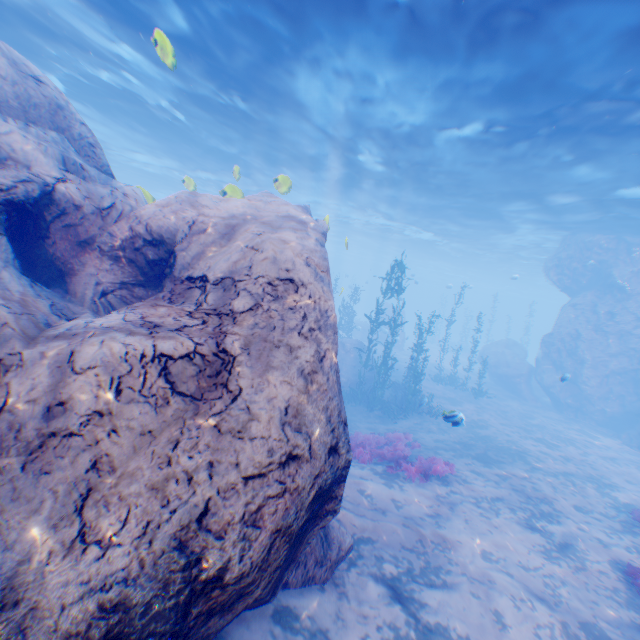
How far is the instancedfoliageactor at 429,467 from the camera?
10.1 meters

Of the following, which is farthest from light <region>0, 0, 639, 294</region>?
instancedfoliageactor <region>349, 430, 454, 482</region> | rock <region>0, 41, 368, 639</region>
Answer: instancedfoliageactor <region>349, 430, 454, 482</region>

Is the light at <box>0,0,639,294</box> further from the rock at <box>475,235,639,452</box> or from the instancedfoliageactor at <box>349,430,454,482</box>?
the instancedfoliageactor at <box>349,430,454,482</box>

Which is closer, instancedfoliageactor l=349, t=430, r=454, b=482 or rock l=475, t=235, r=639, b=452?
instancedfoliageactor l=349, t=430, r=454, b=482

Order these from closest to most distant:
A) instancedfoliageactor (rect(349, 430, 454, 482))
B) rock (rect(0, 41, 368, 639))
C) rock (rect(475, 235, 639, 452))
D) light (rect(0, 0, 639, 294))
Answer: rock (rect(0, 41, 368, 639)) → light (rect(0, 0, 639, 294)) → instancedfoliageactor (rect(349, 430, 454, 482)) → rock (rect(475, 235, 639, 452))

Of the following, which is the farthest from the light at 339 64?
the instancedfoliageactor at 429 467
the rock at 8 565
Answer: the instancedfoliageactor at 429 467

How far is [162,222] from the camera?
5.52m
